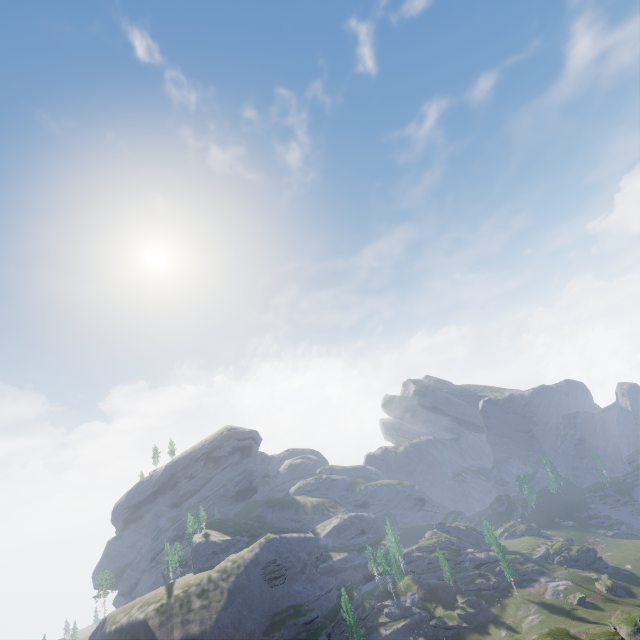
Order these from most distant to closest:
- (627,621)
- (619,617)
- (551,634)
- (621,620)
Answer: (619,617)
(621,620)
(627,621)
(551,634)
